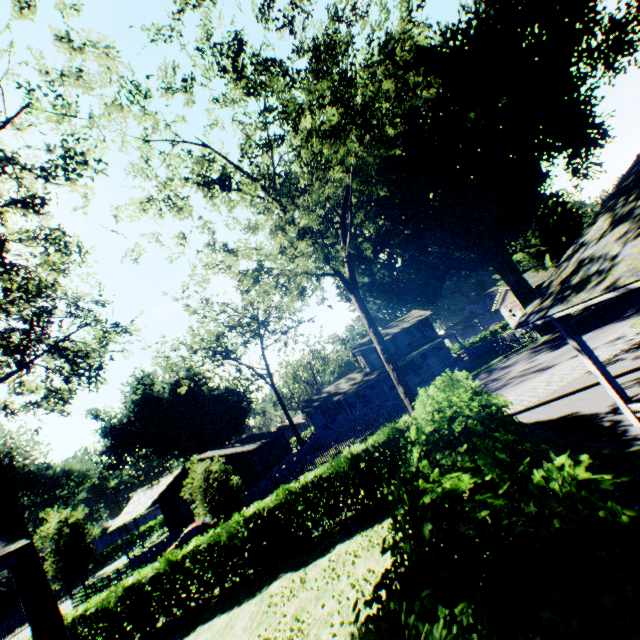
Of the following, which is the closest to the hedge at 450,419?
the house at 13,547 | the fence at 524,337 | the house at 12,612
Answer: the house at 13,547

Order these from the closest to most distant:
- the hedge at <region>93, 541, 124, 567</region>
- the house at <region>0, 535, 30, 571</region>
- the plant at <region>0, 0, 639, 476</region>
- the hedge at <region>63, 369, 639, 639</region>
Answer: the hedge at <region>63, 369, 639, 639</region> → the house at <region>0, 535, 30, 571</region> → the plant at <region>0, 0, 639, 476</region> → the hedge at <region>93, 541, 124, 567</region>

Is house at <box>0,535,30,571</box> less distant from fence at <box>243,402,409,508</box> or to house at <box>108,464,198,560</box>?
fence at <box>243,402,409,508</box>

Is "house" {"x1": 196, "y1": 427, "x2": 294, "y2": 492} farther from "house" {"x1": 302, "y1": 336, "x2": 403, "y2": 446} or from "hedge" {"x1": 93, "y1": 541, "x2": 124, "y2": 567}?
"hedge" {"x1": 93, "y1": 541, "x2": 124, "y2": 567}

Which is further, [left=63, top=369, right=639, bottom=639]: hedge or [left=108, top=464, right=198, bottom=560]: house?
[left=108, top=464, right=198, bottom=560]: house

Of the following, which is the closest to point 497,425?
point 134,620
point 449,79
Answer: point 134,620

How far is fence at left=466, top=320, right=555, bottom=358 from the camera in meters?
29.7 m

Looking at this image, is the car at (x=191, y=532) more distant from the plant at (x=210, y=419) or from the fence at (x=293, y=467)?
the plant at (x=210, y=419)
